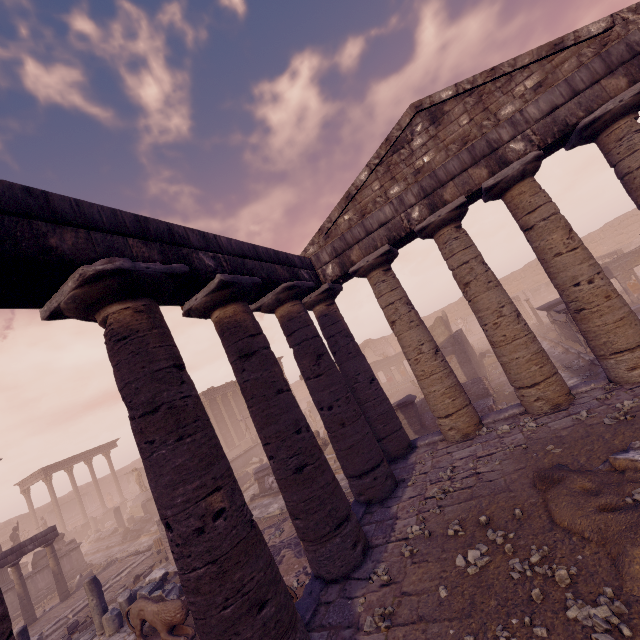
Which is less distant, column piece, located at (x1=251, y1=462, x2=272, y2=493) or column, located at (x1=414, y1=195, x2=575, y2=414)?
column, located at (x1=414, y1=195, x2=575, y2=414)

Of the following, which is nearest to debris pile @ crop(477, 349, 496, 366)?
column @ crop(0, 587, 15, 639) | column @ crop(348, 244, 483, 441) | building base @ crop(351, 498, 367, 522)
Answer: building base @ crop(351, 498, 367, 522)

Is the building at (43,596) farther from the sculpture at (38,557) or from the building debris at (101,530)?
the building debris at (101,530)

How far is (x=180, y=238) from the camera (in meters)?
5.47

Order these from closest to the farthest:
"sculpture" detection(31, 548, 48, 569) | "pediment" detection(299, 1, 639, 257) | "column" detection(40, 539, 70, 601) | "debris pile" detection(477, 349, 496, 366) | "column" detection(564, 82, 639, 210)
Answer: "column" detection(564, 82, 639, 210) → "pediment" detection(299, 1, 639, 257) → "column" detection(40, 539, 70, 601) → "sculpture" detection(31, 548, 48, 569) → "debris pile" detection(477, 349, 496, 366)

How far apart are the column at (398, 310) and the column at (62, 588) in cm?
1782

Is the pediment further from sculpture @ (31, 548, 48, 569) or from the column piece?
sculpture @ (31, 548, 48, 569)

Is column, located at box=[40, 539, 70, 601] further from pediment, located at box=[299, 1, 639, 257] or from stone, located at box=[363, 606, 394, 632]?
stone, located at box=[363, 606, 394, 632]
